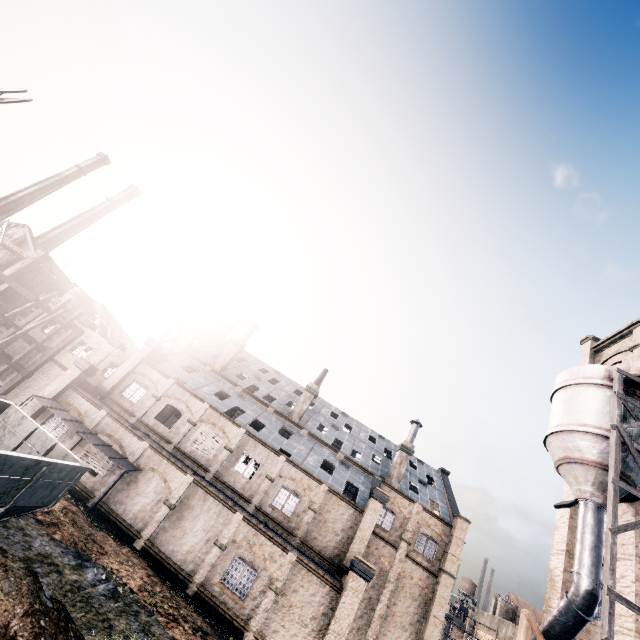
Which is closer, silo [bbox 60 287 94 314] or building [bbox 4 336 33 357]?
building [bbox 4 336 33 357]

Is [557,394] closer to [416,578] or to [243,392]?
[416,578]

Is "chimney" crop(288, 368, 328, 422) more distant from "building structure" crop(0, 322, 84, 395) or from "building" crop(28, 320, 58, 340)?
"building structure" crop(0, 322, 84, 395)

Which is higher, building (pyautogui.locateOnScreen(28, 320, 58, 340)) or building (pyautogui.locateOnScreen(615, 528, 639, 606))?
building (pyautogui.locateOnScreen(615, 528, 639, 606))

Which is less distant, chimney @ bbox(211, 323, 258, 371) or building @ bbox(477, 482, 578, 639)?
building @ bbox(477, 482, 578, 639)

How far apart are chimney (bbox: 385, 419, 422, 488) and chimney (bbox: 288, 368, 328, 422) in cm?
1078

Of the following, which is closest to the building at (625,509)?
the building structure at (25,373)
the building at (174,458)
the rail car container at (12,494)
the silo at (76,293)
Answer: the building at (174,458)

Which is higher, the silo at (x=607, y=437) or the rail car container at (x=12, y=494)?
the silo at (x=607, y=437)
